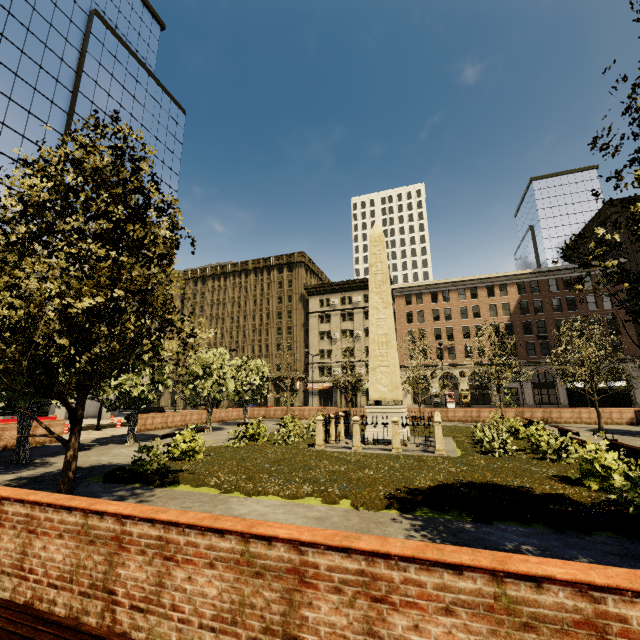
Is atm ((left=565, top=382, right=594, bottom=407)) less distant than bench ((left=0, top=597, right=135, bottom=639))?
No

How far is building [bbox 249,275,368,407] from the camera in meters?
53.2

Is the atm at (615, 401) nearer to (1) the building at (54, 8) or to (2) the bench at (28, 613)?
(1) the building at (54, 8)

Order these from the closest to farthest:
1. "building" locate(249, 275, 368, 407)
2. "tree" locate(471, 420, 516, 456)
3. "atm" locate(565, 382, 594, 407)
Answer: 1. "tree" locate(471, 420, 516, 456)
2. "atm" locate(565, 382, 594, 407)
3. "building" locate(249, 275, 368, 407)

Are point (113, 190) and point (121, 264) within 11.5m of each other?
yes

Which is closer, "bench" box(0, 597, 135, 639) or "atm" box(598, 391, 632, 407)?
"bench" box(0, 597, 135, 639)

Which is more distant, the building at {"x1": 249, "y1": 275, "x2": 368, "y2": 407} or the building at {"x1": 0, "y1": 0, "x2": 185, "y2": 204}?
the building at {"x1": 249, "y1": 275, "x2": 368, "y2": 407}

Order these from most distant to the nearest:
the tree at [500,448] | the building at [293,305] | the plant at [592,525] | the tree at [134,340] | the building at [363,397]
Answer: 1. the building at [293,305]
2. the building at [363,397]
3. the tree at [500,448]
4. the plant at [592,525]
5. the tree at [134,340]
